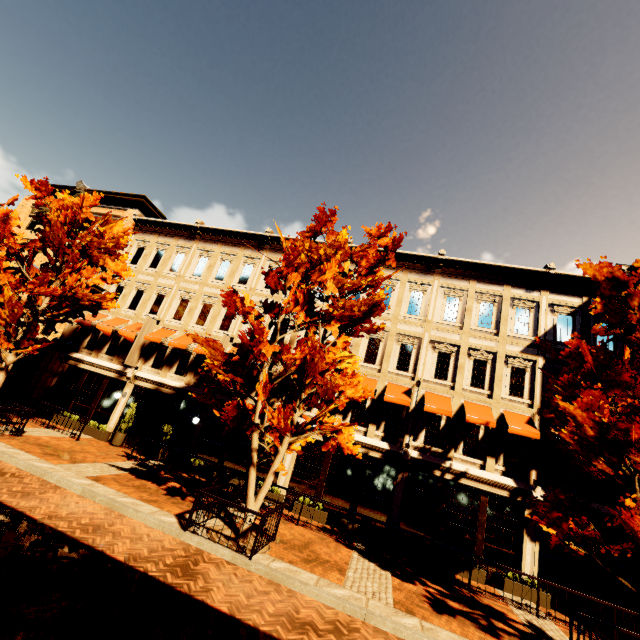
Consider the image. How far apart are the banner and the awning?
7.0 meters

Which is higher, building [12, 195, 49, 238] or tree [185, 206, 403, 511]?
building [12, 195, 49, 238]

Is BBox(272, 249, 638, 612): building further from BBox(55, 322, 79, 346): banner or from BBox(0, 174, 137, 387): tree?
BBox(0, 174, 137, 387): tree

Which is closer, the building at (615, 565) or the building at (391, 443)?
the building at (615, 565)

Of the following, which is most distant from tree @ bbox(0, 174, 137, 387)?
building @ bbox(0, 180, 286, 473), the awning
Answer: the awning

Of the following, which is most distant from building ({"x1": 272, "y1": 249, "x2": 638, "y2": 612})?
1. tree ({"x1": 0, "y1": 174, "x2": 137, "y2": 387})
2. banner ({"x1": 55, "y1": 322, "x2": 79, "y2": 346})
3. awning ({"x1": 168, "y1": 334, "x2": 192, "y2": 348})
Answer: tree ({"x1": 0, "y1": 174, "x2": 137, "y2": 387})

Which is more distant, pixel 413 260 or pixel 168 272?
pixel 168 272

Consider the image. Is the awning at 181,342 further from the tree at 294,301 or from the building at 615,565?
the tree at 294,301
